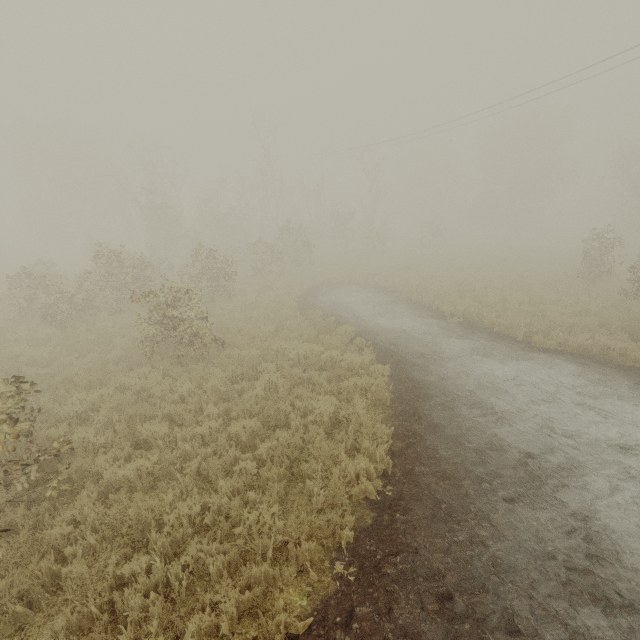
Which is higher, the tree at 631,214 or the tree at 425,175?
the tree at 425,175

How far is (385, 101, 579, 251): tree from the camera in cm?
3969

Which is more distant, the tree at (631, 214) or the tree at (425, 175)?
the tree at (425, 175)

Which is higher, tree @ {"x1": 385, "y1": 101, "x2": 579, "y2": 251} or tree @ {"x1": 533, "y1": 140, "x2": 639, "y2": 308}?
tree @ {"x1": 385, "y1": 101, "x2": 579, "y2": 251}

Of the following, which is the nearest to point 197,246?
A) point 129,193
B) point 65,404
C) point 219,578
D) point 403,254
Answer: point 65,404

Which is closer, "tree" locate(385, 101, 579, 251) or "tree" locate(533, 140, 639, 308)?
"tree" locate(533, 140, 639, 308)
